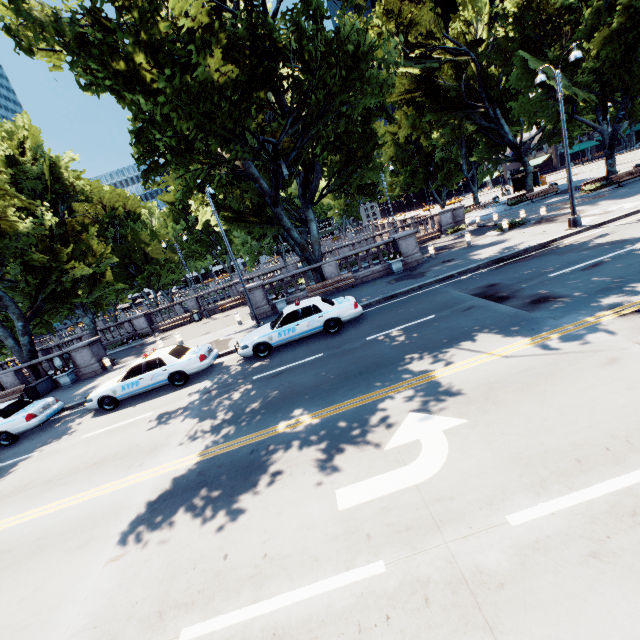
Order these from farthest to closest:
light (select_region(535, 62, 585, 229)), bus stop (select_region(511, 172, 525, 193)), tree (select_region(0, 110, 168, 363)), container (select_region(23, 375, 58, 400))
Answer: bus stop (select_region(511, 172, 525, 193)) < tree (select_region(0, 110, 168, 363)) < container (select_region(23, 375, 58, 400)) < light (select_region(535, 62, 585, 229))

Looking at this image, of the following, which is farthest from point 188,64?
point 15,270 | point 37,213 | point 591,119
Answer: point 591,119

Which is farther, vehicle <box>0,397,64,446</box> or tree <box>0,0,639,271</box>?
vehicle <box>0,397,64,446</box>

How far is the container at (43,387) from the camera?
18.42m

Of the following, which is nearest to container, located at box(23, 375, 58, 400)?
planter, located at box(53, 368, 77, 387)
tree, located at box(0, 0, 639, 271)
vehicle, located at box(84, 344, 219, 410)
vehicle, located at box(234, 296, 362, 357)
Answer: planter, located at box(53, 368, 77, 387)

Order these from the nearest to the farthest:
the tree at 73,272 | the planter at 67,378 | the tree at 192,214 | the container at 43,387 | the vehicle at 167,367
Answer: the vehicle at 167,367 < the container at 43,387 < the planter at 67,378 < the tree at 73,272 < the tree at 192,214

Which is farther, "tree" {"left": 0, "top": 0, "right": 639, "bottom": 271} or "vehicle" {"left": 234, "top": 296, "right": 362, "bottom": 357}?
"vehicle" {"left": 234, "top": 296, "right": 362, "bottom": 357}

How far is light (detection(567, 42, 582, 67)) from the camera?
12.91m
